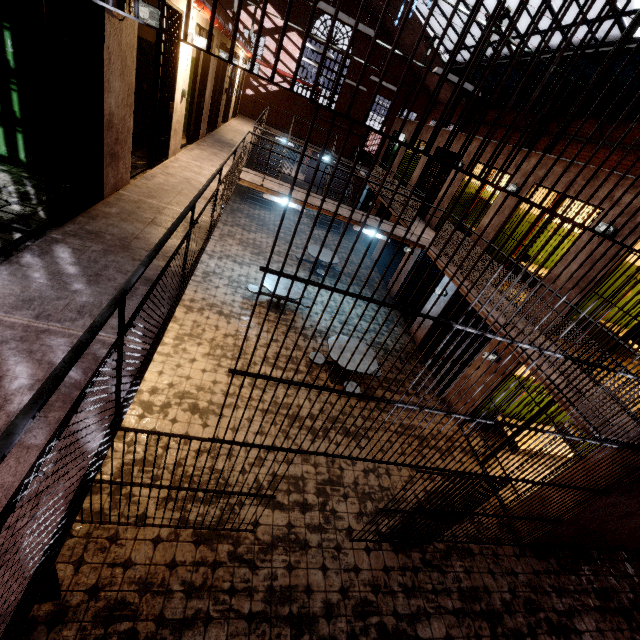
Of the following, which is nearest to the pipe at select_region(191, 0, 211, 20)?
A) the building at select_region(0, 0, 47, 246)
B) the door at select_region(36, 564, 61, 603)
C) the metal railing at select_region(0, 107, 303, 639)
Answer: the building at select_region(0, 0, 47, 246)

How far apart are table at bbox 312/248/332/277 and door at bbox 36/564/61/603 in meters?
9.4 m

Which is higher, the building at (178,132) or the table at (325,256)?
the building at (178,132)

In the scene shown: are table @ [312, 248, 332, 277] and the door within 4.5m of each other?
no

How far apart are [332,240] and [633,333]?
12.36m

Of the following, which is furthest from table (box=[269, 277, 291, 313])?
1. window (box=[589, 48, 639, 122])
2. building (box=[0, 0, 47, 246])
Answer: window (box=[589, 48, 639, 122])

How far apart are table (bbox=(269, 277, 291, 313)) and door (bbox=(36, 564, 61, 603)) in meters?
6.2

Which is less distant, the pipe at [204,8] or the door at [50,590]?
the door at [50,590]
